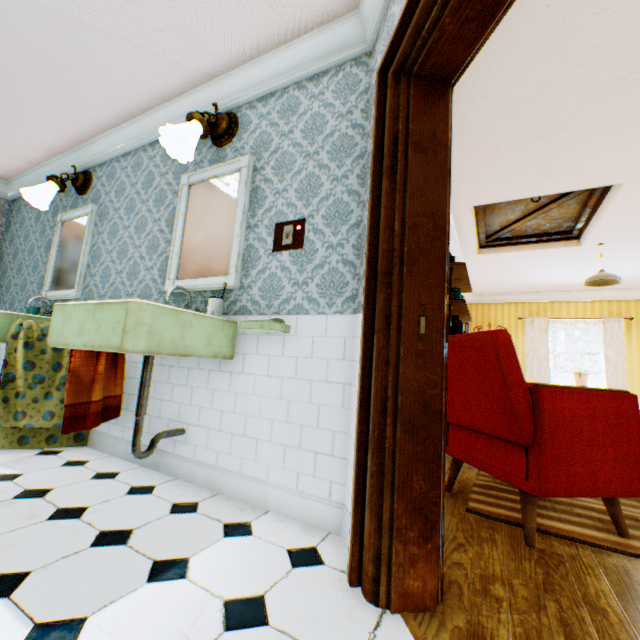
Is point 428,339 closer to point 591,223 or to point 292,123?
point 292,123

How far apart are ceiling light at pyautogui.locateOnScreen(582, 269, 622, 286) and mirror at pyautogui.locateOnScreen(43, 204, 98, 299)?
7.01m

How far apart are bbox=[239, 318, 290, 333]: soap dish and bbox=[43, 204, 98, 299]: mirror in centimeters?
245cm

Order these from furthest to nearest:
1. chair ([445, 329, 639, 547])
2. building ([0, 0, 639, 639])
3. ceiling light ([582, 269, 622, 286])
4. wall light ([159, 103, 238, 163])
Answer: ceiling light ([582, 269, 622, 286]) → wall light ([159, 103, 238, 163]) → chair ([445, 329, 639, 547]) → building ([0, 0, 639, 639])

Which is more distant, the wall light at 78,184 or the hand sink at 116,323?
the wall light at 78,184

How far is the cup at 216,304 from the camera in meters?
2.2 m

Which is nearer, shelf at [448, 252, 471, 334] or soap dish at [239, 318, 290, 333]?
soap dish at [239, 318, 290, 333]

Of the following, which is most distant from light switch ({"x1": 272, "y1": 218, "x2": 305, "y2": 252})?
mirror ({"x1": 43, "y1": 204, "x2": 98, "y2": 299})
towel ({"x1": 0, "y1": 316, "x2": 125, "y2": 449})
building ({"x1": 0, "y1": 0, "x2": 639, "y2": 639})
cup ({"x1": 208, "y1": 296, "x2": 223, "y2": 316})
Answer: mirror ({"x1": 43, "y1": 204, "x2": 98, "y2": 299})
